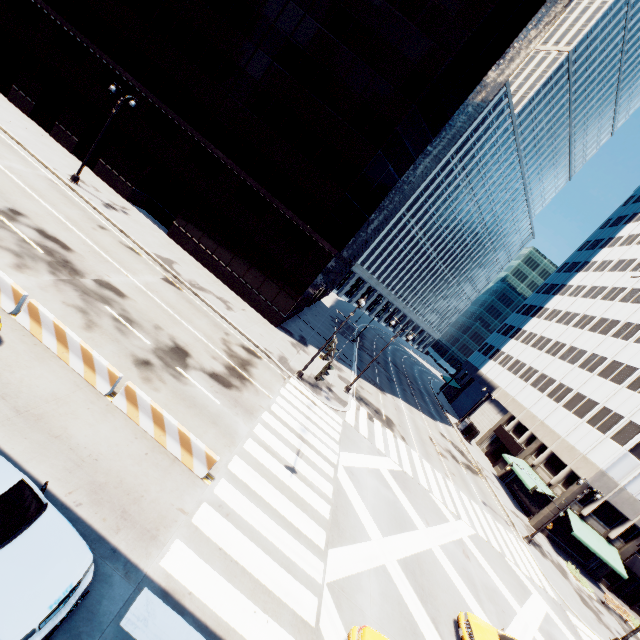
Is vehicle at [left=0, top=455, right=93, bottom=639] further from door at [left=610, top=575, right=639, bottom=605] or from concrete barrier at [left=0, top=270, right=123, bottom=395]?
door at [left=610, top=575, right=639, bottom=605]

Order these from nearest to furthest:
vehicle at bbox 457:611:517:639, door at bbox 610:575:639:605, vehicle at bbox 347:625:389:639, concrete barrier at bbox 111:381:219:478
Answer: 1. vehicle at bbox 347:625:389:639
2. concrete barrier at bbox 111:381:219:478
3. vehicle at bbox 457:611:517:639
4. door at bbox 610:575:639:605

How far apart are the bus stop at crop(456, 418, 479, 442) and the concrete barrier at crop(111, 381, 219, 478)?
44.8 meters

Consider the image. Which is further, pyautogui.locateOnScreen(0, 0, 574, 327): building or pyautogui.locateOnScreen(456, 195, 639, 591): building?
pyautogui.locateOnScreen(456, 195, 639, 591): building

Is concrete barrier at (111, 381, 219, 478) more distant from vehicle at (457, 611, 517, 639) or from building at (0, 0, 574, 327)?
building at (0, 0, 574, 327)

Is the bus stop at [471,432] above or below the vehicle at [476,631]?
above

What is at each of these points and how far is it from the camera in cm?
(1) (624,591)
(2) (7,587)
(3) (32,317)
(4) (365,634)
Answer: (1) door, 3331
(2) vehicle, 527
(3) concrete barrier, 1070
(4) vehicle, 902

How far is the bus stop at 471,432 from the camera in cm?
4516
